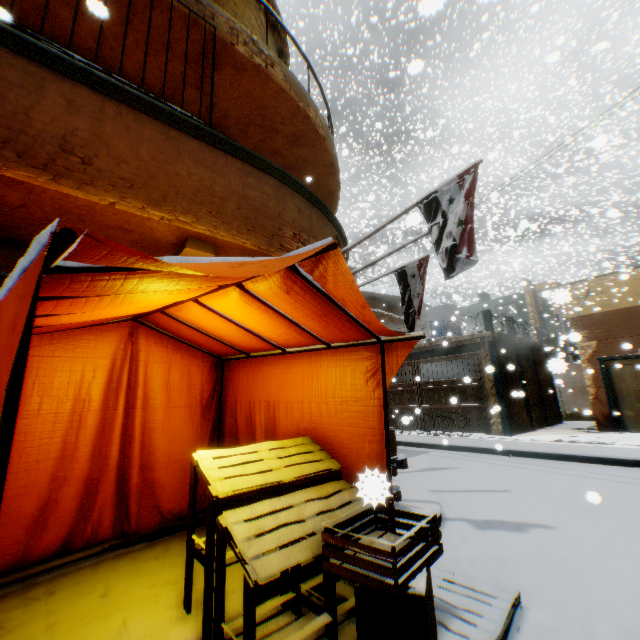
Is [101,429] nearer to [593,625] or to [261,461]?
[261,461]

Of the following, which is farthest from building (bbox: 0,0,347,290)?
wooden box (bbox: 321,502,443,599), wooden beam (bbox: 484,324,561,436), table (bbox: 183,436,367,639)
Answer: wooden box (bbox: 321,502,443,599)

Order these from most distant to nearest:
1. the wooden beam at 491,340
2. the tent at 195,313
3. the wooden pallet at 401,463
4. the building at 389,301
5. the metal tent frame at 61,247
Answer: the building at 389,301 < the wooden beam at 491,340 < the wooden pallet at 401,463 < the tent at 195,313 < the metal tent frame at 61,247

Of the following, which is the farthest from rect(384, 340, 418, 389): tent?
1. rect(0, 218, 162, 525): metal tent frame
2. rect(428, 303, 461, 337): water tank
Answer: rect(428, 303, 461, 337): water tank

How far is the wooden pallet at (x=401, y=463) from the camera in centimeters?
429cm

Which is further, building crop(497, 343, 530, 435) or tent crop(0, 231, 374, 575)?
building crop(497, 343, 530, 435)

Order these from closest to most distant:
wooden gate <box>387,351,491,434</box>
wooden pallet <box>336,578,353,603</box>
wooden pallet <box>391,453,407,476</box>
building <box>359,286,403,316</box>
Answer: wooden pallet <box>336,578,353,603</box>
wooden pallet <box>391,453,407,476</box>
wooden gate <box>387,351,491,434</box>
building <box>359,286,403,316</box>

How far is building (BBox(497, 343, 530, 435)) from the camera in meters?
11.4
